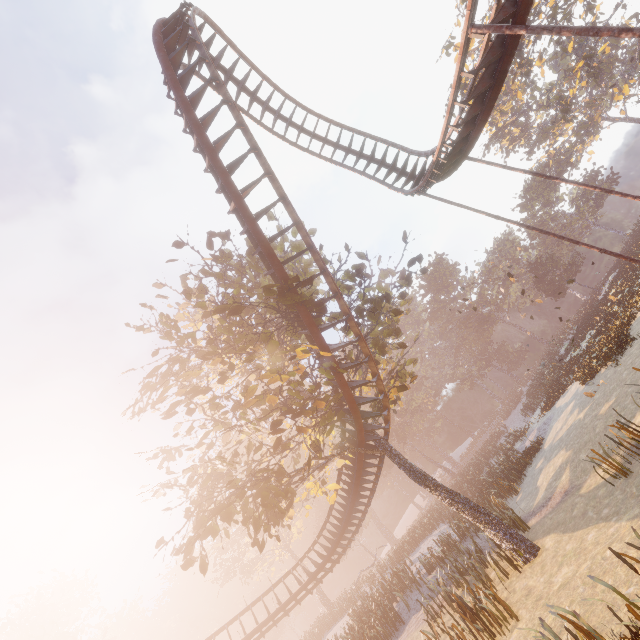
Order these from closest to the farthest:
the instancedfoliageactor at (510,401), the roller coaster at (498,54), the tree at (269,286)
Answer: the roller coaster at (498,54) < the tree at (269,286) < the instancedfoliageactor at (510,401)

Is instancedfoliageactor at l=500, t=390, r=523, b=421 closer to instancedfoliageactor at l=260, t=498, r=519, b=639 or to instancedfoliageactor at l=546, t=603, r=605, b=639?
instancedfoliageactor at l=260, t=498, r=519, b=639

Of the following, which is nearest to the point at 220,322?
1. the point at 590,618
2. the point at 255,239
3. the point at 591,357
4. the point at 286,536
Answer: the point at 255,239

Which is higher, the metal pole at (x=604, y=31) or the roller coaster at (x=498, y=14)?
the roller coaster at (x=498, y=14)

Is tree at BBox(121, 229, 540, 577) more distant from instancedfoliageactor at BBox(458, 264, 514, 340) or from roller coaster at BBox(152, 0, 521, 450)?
instancedfoliageactor at BBox(458, 264, 514, 340)

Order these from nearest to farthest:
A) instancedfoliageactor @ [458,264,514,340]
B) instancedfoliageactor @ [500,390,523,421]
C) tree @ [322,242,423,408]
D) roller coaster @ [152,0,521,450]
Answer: roller coaster @ [152,0,521,450] < tree @ [322,242,423,408] < instancedfoliageactor @ [500,390,523,421] < instancedfoliageactor @ [458,264,514,340]

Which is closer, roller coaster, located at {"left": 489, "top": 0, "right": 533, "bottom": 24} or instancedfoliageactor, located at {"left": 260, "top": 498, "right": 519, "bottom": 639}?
roller coaster, located at {"left": 489, "top": 0, "right": 533, "bottom": 24}
